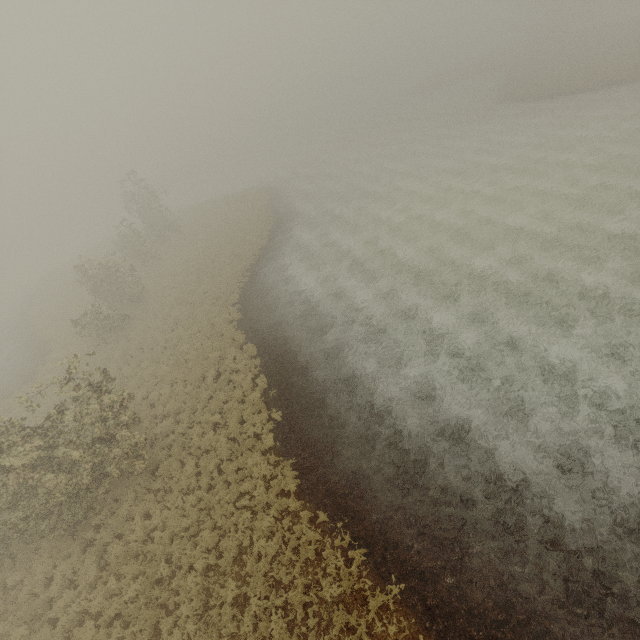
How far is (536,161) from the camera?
26.9m
